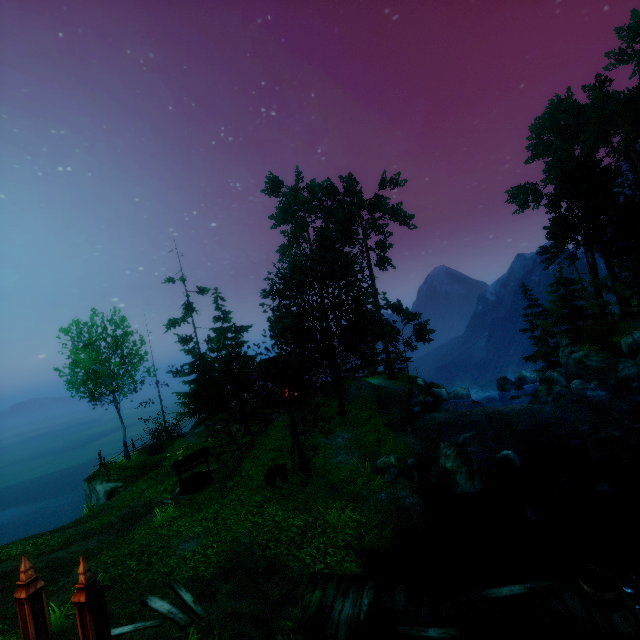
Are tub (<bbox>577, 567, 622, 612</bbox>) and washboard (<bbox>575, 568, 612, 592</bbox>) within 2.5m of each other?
yes

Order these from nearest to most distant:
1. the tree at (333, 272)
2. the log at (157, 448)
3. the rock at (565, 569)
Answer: the rock at (565, 569) < the tree at (333, 272) < the log at (157, 448)

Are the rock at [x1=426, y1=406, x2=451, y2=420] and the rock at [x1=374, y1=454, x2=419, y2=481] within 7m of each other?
no

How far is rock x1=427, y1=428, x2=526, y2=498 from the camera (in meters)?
12.34

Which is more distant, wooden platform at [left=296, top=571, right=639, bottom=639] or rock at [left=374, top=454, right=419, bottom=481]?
rock at [left=374, top=454, right=419, bottom=481]

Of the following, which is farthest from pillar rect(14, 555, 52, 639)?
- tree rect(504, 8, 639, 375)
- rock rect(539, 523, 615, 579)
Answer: rock rect(539, 523, 615, 579)

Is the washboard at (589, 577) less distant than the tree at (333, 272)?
Yes

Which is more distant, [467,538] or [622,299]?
[622,299]
